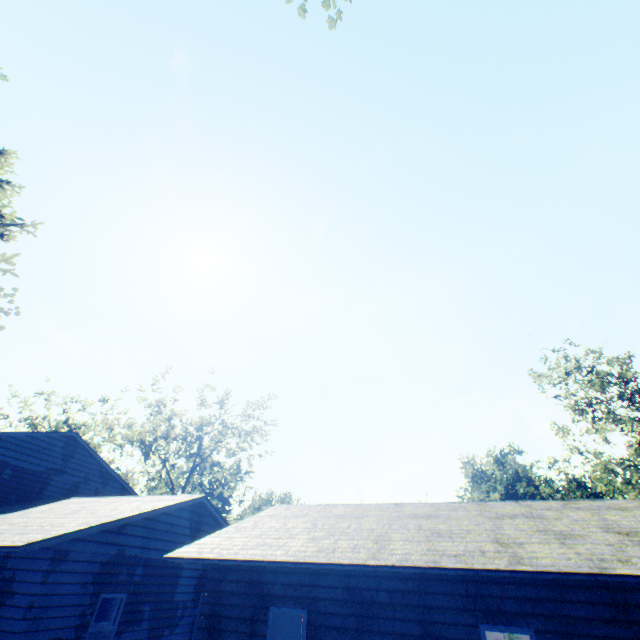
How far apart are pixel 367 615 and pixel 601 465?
28.00m

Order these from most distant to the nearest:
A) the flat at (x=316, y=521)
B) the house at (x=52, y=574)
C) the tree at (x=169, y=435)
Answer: the tree at (x=169, y=435)
the house at (x=52, y=574)
the flat at (x=316, y=521)

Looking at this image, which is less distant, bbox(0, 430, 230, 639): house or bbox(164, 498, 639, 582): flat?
bbox(164, 498, 639, 582): flat

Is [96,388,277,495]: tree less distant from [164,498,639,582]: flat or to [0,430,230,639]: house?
[0,430,230,639]: house

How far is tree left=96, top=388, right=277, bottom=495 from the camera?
35.0 meters

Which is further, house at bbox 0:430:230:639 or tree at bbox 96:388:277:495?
tree at bbox 96:388:277:495

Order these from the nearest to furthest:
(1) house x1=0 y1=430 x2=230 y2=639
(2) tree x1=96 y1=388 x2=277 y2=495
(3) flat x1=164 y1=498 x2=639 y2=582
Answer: (3) flat x1=164 y1=498 x2=639 y2=582 < (1) house x1=0 y1=430 x2=230 y2=639 < (2) tree x1=96 y1=388 x2=277 y2=495

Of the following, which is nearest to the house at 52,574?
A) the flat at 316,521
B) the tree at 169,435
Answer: the flat at 316,521
